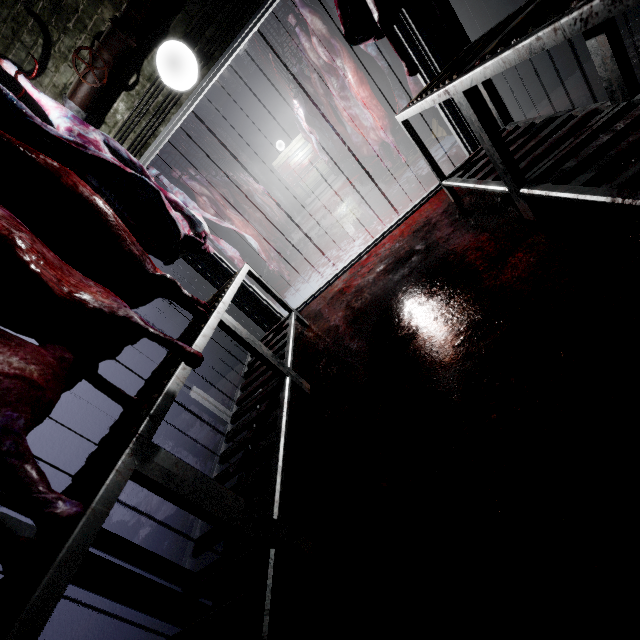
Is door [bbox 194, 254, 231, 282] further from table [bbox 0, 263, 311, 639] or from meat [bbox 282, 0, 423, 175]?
meat [bbox 282, 0, 423, 175]

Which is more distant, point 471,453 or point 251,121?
point 251,121

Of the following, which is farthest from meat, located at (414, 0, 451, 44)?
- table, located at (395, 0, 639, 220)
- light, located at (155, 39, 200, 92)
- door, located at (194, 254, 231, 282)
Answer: door, located at (194, 254, 231, 282)

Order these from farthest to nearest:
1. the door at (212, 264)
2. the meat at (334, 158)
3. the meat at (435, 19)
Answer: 1. the door at (212, 264)
2. the meat at (334, 158)
3. the meat at (435, 19)

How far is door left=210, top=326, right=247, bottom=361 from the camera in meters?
3.5

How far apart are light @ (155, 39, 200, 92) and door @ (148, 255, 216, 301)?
0.5m

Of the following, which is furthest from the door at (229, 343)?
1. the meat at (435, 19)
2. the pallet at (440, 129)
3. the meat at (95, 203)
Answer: the pallet at (440, 129)
